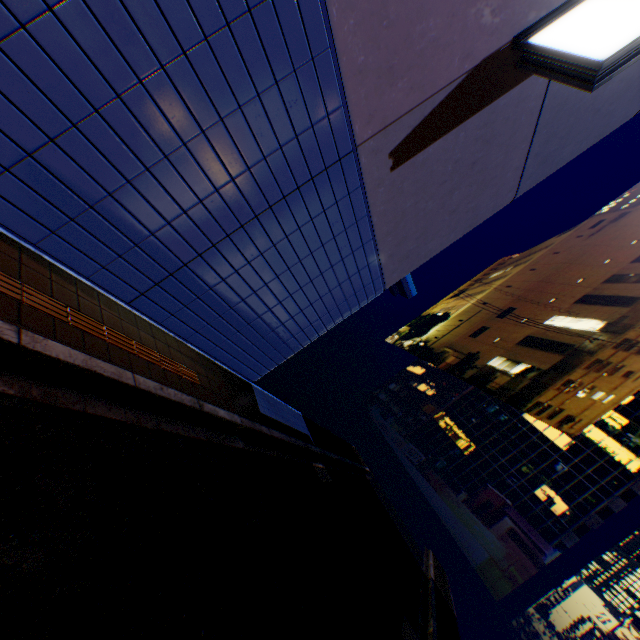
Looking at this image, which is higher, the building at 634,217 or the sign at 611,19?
the building at 634,217

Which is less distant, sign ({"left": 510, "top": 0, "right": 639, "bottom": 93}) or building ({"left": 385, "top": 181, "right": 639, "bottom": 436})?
sign ({"left": 510, "top": 0, "right": 639, "bottom": 93})

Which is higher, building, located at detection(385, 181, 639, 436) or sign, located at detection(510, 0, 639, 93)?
building, located at detection(385, 181, 639, 436)

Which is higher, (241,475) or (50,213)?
(50,213)

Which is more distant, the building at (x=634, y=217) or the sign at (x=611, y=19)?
the building at (x=634, y=217)
